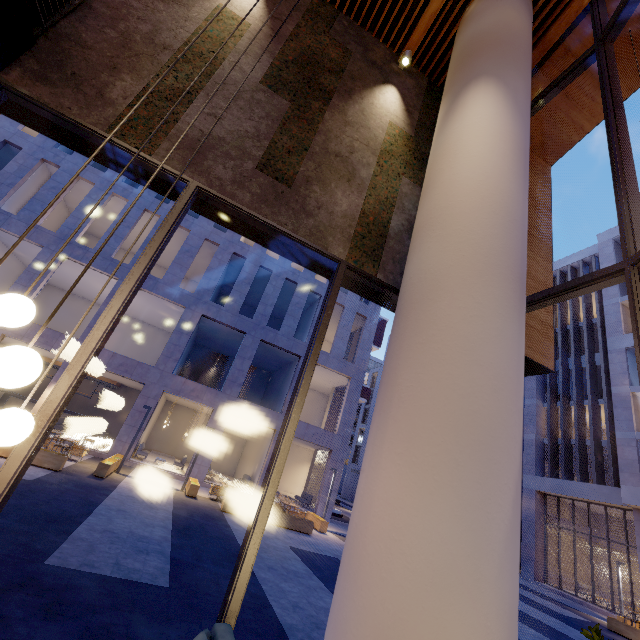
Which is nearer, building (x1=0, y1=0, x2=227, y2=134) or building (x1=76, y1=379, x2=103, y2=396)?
building (x1=0, y1=0, x2=227, y2=134)

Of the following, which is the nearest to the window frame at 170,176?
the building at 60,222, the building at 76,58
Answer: the building at 76,58

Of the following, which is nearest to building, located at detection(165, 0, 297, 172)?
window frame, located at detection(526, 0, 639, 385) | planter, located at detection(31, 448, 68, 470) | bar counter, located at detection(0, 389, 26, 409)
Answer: window frame, located at detection(526, 0, 639, 385)

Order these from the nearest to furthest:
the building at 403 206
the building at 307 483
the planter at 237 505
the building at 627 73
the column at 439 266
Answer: the column at 439 266 < the building at 403 206 < the building at 627 73 < the planter at 237 505 < the building at 307 483

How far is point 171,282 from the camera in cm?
1986

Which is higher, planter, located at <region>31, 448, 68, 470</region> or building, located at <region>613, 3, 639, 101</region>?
building, located at <region>613, 3, 639, 101</region>

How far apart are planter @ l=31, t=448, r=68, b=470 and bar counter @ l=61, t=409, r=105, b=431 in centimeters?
1171cm

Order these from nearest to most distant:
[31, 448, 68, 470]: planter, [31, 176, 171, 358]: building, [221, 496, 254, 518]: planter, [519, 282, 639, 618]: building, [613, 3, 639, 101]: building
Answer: [613, 3, 639, 101]: building < [31, 448, 68, 470]: planter < [221, 496, 254, 518]: planter < [31, 176, 171, 358]: building < [519, 282, 639, 618]: building
